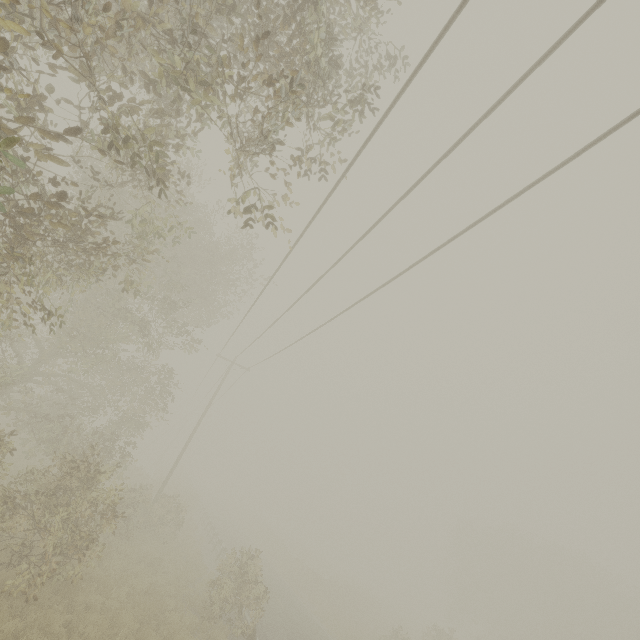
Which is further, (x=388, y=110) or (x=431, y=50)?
(x=388, y=110)
